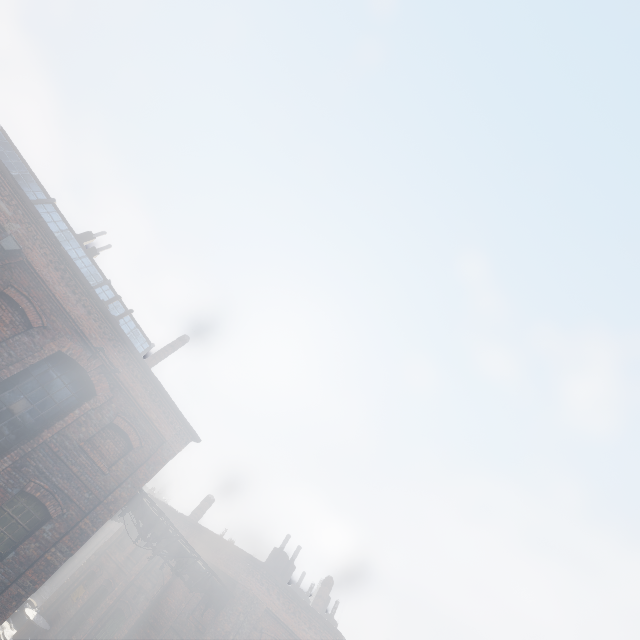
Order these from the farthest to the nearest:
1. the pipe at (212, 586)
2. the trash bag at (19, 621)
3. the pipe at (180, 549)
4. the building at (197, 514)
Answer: the building at (197, 514), the trash bag at (19, 621), the pipe at (212, 586), the pipe at (180, 549)

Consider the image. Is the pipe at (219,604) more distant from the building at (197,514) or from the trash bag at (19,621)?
the trash bag at (19,621)

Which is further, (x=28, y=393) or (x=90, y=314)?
(x=90, y=314)

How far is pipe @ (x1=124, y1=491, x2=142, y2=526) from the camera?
11.99m

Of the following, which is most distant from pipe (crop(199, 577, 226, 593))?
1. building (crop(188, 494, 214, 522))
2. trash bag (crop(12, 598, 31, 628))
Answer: trash bag (crop(12, 598, 31, 628))

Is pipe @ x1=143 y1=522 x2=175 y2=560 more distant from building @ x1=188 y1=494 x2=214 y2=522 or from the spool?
the spool

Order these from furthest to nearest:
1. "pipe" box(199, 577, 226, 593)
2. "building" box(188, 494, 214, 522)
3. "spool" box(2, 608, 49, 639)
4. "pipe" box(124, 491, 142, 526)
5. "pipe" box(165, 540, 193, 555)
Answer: "building" box(188, 494, 214, 522) < "spool" box(2, 608, 49, 639) < "pipe" box(199, 577, 226, 593) < "pipe" box(165, 540, 193, 555) < "pipe" box(124, 491, 142, 526)

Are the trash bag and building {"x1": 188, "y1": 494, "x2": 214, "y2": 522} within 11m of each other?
yes
